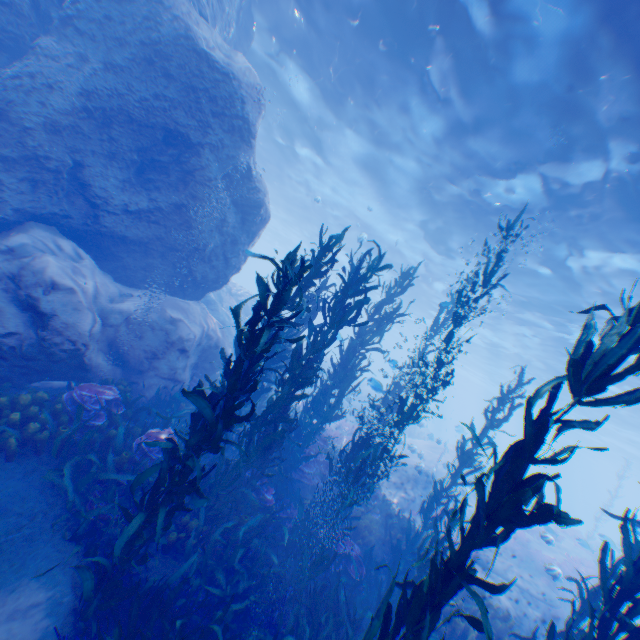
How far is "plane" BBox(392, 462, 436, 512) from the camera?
14.3m

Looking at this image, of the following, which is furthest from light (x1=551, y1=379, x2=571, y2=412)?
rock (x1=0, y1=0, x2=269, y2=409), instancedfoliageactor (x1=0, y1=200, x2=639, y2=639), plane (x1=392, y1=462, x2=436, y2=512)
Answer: plane (x1=392, y1=462, x2=436, y2=512)

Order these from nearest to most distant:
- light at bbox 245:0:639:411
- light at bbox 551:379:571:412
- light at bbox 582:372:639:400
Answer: light at bbox 245:0:639:411 → light at bbox 582:372:639:400 → light at bbox 551:379:571:412

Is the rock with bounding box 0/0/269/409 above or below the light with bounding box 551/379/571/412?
below

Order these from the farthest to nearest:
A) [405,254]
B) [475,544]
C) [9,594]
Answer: [405,254], [9,594], [475,544]

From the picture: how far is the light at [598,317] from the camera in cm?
1494

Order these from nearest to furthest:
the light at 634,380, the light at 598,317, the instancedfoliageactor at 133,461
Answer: the instancedfoliageactor at 133,461, the light at 598,317, the light at 634,380

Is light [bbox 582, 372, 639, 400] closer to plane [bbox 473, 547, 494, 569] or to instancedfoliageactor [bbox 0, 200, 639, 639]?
instancedfoliageactor [bbox 0, 200, 639, 639]
